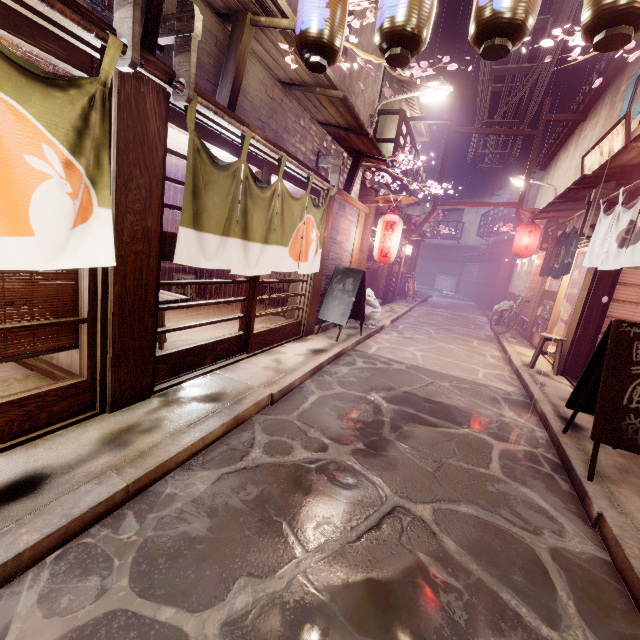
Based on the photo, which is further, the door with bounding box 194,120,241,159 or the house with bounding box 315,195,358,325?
the house with bounding box 315,195,358,325

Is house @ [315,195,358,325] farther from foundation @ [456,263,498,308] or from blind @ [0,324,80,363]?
foundation @ [456,263,498,308]

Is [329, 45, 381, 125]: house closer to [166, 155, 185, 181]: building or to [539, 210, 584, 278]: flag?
[166, 155, 185, 181]: building

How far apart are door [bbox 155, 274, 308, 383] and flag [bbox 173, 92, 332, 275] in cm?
27

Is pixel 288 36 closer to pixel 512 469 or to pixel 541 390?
pixel 512 469

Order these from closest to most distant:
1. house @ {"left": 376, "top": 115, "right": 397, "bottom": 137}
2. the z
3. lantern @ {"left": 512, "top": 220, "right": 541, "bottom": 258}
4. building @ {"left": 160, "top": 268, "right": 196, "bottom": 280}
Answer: the z
building @ {"left": 160, "top": 268, "right": 196, "bottom": 280}
lantern @ {"left": 512, "top": 220, "right": 541, "bottom": 258}
house @ {"left": 376, "top": 115, "right": 397, "bottom": 137}

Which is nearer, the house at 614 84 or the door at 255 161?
the door at 255 161

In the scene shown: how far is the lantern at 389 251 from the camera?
13.37m
